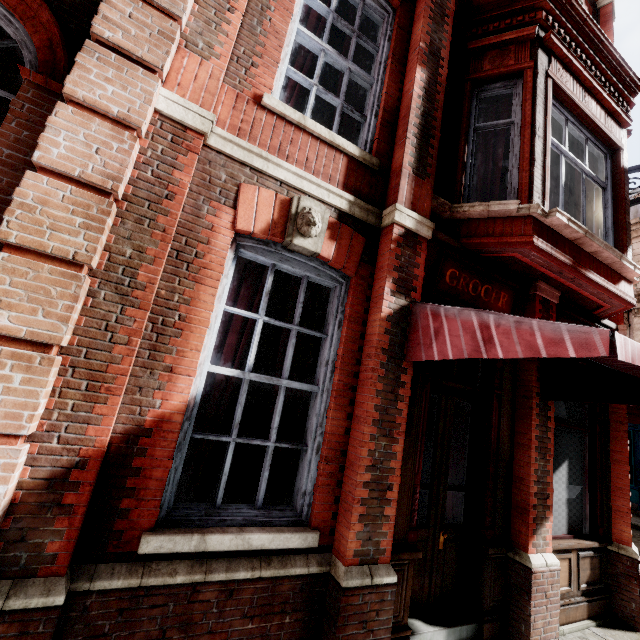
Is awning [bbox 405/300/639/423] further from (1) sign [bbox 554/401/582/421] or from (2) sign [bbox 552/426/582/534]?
(2) sign [bbox 552/426/582/534]

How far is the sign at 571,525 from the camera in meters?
4.8 m

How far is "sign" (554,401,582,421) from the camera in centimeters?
506cm

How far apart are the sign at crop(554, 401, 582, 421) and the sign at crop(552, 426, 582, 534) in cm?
13

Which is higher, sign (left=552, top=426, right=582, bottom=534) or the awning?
the awning

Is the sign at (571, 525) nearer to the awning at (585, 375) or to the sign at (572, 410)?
the sign at (572, 410)

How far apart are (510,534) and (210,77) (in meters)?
6.01
